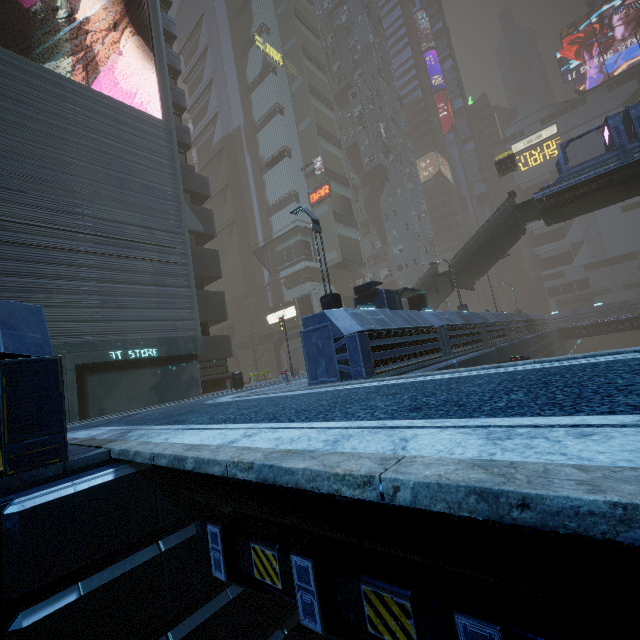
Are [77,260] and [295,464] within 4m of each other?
no

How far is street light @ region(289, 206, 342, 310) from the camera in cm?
1177

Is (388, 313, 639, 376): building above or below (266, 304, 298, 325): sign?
below

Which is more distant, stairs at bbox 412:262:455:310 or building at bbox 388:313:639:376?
stairs at bbox 412:262:455:310

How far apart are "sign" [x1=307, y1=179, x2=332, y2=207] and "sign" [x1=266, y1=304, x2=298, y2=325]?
12.7 meters

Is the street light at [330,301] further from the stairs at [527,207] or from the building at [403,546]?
the stairs at [527,207]

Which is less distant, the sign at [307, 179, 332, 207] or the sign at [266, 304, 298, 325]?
the sign at [266, 304, 298, 325]

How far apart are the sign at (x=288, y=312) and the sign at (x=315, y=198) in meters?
12.7 m
